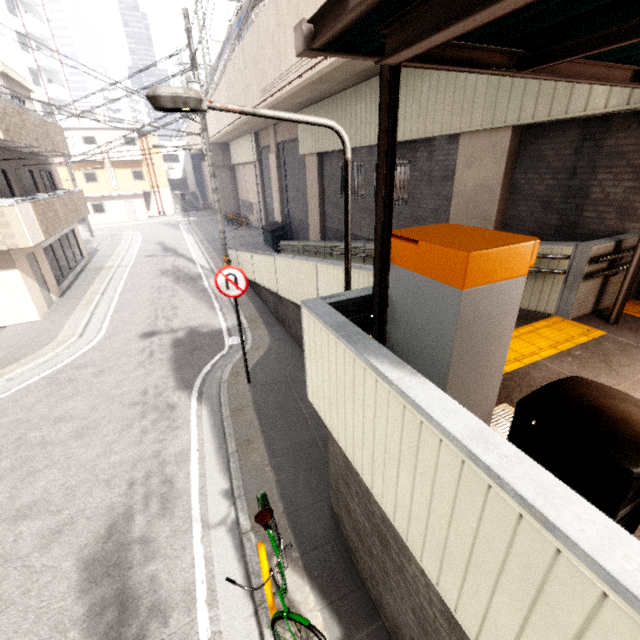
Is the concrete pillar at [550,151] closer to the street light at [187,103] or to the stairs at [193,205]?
the street light at [187,103]

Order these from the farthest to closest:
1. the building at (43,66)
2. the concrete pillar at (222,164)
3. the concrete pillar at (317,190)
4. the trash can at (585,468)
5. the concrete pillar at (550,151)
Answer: the building at (43,66) → the concrete pillar at (222,164) → the concrete pillar at (317,190) → the concrete pillar at (550,151) → the trash can at (585,468)

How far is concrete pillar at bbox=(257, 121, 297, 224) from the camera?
17.3 meters

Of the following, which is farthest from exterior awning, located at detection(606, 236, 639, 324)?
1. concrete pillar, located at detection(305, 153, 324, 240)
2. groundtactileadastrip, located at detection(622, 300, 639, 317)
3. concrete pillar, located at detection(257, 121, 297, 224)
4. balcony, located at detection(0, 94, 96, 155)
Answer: concrete pillar, located at detection(257, 121, 297, 224)

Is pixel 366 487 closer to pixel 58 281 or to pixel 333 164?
pixel 333 164

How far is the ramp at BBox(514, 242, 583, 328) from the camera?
5.0 meters

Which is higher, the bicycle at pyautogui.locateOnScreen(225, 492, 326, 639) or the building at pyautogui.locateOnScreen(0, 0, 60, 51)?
the building at pyautogui.locateOnScreen(0, 0, 60, 51)

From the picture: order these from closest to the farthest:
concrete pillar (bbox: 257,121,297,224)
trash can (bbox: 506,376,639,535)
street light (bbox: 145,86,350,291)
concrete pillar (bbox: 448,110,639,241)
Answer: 1. trash can (bbox: 506,376,639,535)
2. street light (bbox: 145,86,350,291)
3. concrete pillar (bbox: 448,110,639,241)
4. concrete pillar (bbox: 257,121,297,224)
